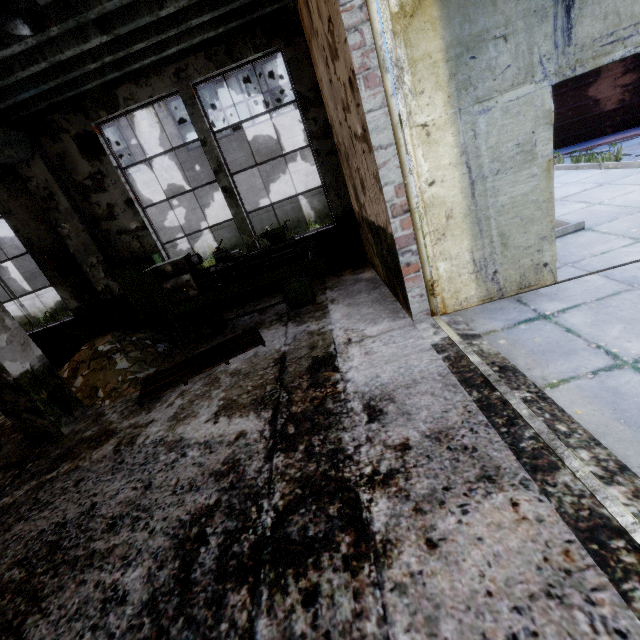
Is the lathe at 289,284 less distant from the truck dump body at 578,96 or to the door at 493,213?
the door at 493,213

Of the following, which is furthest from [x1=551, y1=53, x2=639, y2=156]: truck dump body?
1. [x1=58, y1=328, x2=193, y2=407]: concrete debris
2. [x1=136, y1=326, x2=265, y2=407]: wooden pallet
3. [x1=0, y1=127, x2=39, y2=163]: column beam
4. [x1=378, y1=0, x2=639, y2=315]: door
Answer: [x1=0, y1=127, x2=39, y2=163]: column beam

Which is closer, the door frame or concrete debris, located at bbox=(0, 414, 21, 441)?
the door frame

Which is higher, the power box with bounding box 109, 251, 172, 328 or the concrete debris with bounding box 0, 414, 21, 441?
the power box with bounding box 109, 251, 172, 328

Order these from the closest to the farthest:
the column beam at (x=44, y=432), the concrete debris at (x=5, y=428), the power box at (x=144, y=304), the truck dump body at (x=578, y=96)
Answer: the column beam at (x=44, y=432), the concrete debris at (x=5, y=428), the power box at (x=144, y=304), the truck dump body at (x=578, y=96)

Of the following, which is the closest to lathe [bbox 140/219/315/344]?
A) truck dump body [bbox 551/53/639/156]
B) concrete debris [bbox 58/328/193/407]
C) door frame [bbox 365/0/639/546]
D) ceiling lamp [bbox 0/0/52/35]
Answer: concrete debris [bbox 58/328/193/407]

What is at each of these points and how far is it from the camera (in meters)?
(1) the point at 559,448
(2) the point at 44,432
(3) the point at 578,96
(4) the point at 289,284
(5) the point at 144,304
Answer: (1) door frame, 2.11
(2) column beam, 4.57
(3) truck dump body, 10.70
(4) lathe, 5.82
(5) power box, 6.93

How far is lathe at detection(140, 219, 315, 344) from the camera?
5.7 meters
